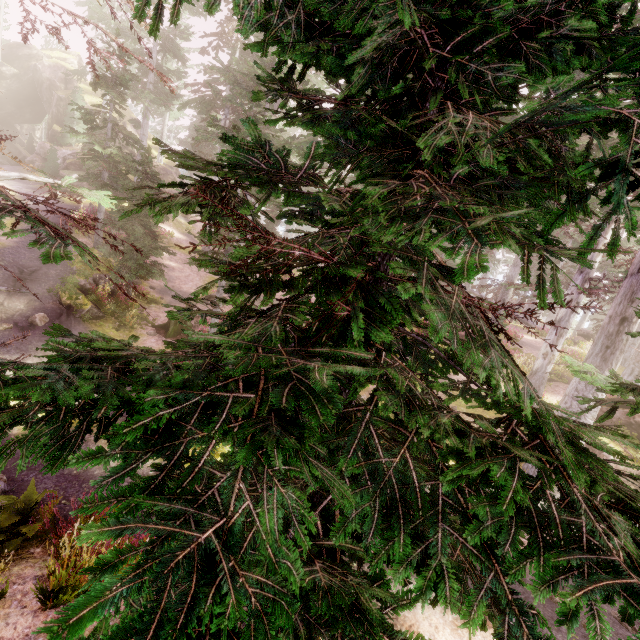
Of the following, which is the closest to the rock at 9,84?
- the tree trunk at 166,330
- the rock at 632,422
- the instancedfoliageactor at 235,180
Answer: the instancedfoliageactor at 235,180

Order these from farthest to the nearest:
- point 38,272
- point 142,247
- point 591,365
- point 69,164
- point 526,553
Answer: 1. point 69,164
2. point 142,247
3. point 38,272
4. point 591,365
5. point 526,553

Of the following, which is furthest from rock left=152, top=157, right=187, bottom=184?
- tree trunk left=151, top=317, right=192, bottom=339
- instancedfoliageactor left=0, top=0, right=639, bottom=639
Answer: tree trunk left=151, top=317, right=192, bottom=339

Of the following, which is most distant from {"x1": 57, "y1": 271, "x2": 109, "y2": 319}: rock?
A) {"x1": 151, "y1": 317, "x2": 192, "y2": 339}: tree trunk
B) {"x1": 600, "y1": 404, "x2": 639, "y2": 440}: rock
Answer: {"x1": 600, "y1": 404, "x2": 639, "y2": 440}: rock

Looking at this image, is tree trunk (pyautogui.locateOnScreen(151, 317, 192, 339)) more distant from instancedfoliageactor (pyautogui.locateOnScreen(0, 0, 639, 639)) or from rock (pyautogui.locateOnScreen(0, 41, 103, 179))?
rock (pyautogui.locateOnScreen(0, 41, 103, 179))

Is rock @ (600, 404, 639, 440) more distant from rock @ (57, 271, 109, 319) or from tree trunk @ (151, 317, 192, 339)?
rock @ (57, 271, 109, 319)

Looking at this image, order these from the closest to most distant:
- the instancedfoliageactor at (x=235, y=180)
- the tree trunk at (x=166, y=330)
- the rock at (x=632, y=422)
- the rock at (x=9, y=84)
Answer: the instancedfoliageactor at (x=235, y=180) → the rock at (x=632, y=422) → the tree trunk at (x=166, y=330) → the rock at (x=9, y=84)
